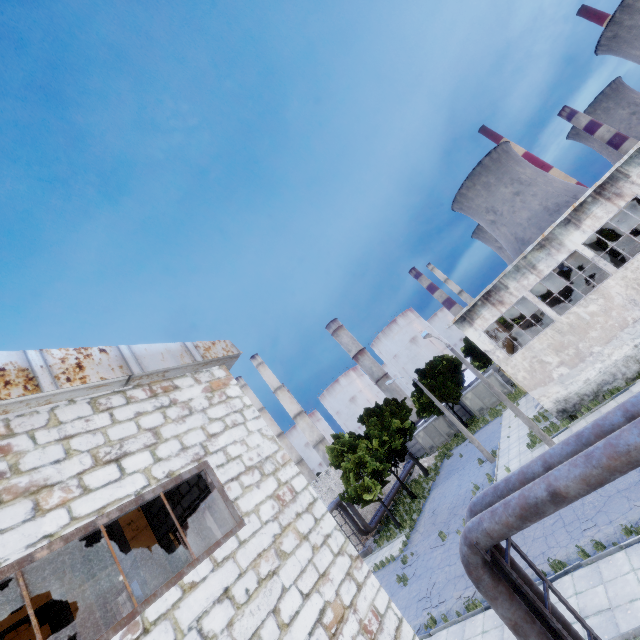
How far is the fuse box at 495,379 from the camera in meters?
40.3 m

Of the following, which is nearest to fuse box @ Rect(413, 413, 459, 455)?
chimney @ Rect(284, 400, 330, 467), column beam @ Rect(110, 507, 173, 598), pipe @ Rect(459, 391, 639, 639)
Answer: chimney @ Rect(284, 400, 330, 467)

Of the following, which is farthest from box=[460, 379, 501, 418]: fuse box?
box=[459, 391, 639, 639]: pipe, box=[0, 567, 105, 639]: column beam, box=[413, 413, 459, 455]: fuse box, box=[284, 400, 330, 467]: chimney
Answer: box=[0, 567, 105, 639]: column beam

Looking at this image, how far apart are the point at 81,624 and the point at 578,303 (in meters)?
28.24

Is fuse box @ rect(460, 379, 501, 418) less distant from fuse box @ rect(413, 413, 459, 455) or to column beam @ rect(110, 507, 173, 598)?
fuse box @ rect(413, 413, 459, 455)

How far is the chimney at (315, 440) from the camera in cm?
5605

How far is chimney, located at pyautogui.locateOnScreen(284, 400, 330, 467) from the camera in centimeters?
5605cm

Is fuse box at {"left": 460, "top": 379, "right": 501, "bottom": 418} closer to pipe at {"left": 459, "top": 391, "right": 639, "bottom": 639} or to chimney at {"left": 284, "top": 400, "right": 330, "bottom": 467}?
chimney at {"left": 284, "top": 400, "right": 330, "bottom": 467}
